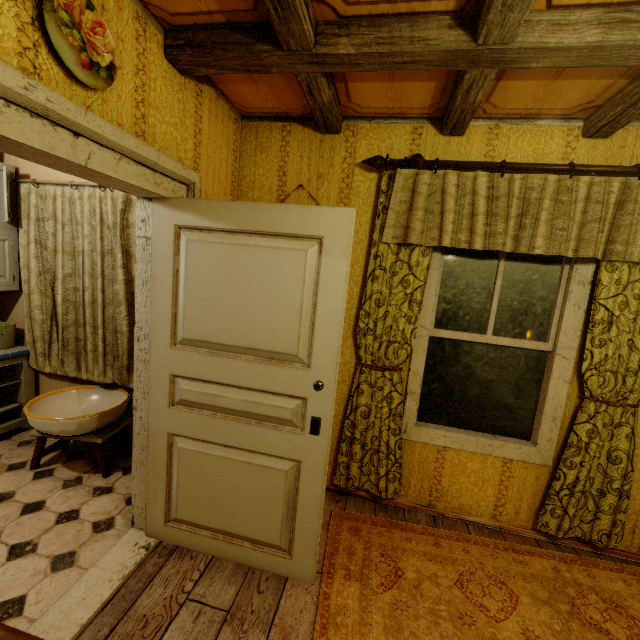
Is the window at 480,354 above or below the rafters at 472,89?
below

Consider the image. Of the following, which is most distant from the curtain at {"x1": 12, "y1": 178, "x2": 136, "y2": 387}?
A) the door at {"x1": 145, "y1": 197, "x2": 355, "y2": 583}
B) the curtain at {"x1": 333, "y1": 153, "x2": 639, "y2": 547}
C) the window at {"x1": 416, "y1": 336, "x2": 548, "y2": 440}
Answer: the window at {"x1": 416, "y1": 336, "x2": 548, "y2": 440}

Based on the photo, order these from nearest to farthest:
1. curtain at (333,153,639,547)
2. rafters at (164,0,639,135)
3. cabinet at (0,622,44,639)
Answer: cabinet at (0,622,44,639)
rafters at (164,0,639,135)
curtain at (333,153,639,547)

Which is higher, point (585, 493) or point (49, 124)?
point (49, 124)

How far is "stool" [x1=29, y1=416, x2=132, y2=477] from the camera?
2.5 meters

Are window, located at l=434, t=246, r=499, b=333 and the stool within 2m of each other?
no

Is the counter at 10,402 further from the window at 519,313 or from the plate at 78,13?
the window at 519,313

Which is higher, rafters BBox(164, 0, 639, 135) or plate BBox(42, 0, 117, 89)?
rafters BBox(164, 0, 639, 135)
